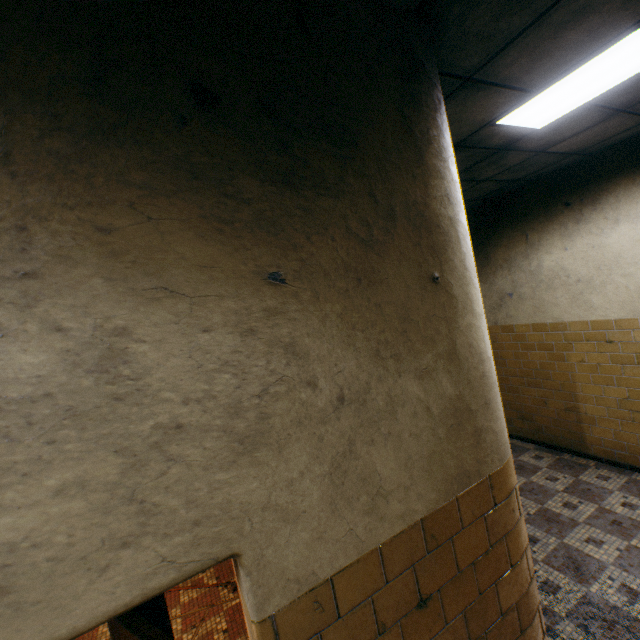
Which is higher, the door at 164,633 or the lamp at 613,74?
the lamp at 613,74

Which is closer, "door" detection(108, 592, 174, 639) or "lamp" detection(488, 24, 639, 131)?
"door" detection(108, 592, 174, 639)

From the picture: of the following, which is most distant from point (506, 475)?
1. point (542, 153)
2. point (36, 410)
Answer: point (542, 153)

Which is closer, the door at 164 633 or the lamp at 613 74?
the door at 164 633

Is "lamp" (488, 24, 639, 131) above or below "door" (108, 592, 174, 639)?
above
